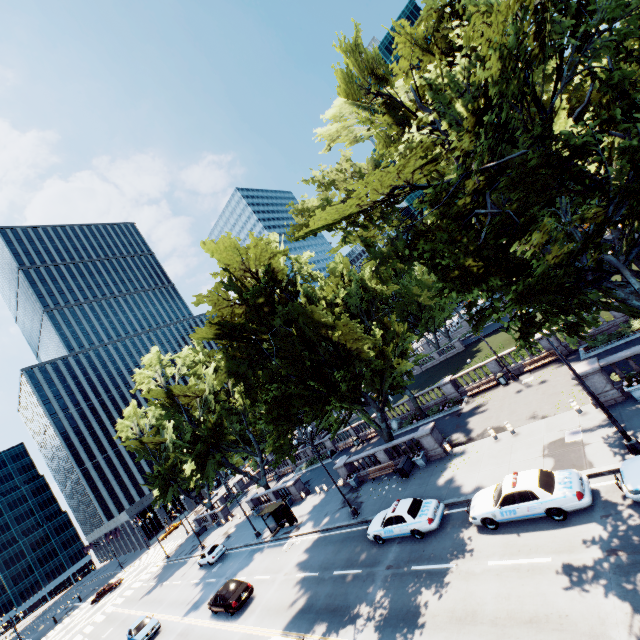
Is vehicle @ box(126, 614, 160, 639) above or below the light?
above

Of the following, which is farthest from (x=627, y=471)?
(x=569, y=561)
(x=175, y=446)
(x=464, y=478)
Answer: (x=175, y=446)

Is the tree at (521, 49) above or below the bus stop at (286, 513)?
above

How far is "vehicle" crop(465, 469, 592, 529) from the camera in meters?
12.7 m

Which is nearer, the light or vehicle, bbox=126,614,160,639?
the light

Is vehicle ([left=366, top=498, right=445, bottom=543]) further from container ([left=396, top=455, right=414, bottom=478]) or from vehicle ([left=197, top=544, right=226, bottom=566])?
vehicle ([left=197, top=544, right=226, bottom=566])

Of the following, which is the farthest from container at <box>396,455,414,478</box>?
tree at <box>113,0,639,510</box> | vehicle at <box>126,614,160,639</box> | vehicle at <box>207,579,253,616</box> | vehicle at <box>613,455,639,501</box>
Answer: vehicle at <box>126,614,160,639</box>

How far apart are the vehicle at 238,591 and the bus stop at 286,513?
5.4m
